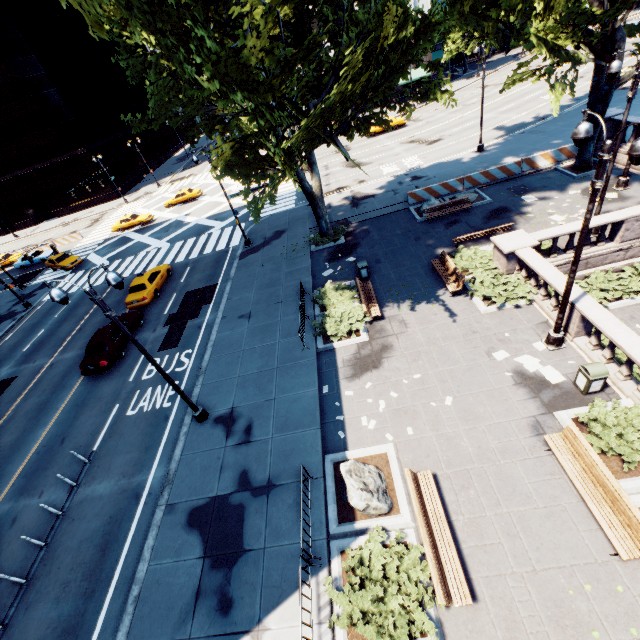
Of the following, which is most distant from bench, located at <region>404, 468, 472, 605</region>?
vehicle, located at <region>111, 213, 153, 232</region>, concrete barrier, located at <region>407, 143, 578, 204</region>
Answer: vehicle, located at <region>111, 213, 153, 232</region>

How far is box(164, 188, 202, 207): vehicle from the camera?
41.5m

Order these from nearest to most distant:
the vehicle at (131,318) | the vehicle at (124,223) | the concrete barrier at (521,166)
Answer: the vehicle at (131,318), the concrete barrier at (521,166), the vehicle at (124,223)

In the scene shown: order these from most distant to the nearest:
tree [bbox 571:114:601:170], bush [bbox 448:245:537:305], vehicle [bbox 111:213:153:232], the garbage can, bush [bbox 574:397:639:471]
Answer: vehicle [bbox 111:213:153:232]
tree [bbox 571:114:601:170]
bush [bbox 448:245:537:305]
the garbage can
bush [bbox 574:397:639:471]

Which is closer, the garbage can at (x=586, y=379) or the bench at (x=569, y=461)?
the bench at (x=569, y=461)

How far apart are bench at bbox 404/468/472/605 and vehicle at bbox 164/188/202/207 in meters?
42.4 m

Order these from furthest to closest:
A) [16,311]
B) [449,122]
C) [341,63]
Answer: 1. [449,122]
2. [16,311]
3. [341,63]

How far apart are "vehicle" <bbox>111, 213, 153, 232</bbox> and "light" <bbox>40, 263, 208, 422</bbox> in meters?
34.0 m
